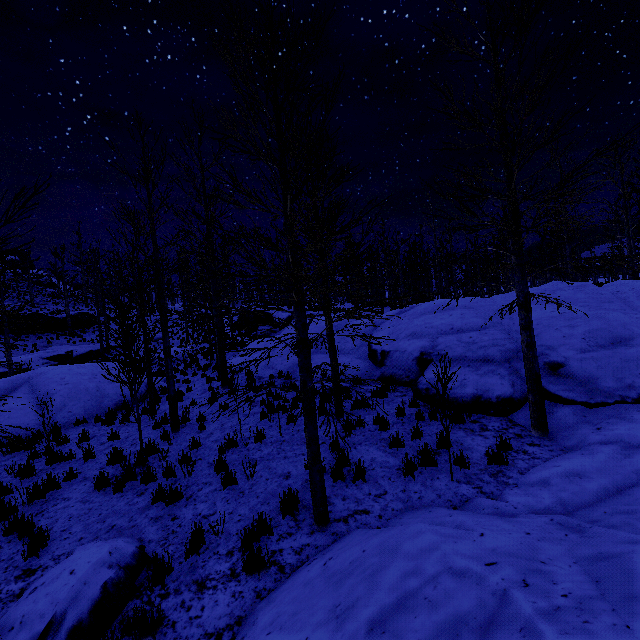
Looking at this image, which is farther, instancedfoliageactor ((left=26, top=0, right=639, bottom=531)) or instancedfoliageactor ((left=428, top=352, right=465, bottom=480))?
instancedfoliageactor ((left=428, top=352, right=465, bottom=480))

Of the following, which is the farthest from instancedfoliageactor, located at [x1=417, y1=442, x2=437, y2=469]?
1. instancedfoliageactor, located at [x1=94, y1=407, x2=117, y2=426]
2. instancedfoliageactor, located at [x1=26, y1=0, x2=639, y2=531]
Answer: instancedfoliageactor, located at [x1=26, y1=0, x2=639, y2=531]

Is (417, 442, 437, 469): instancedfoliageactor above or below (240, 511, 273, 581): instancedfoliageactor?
above

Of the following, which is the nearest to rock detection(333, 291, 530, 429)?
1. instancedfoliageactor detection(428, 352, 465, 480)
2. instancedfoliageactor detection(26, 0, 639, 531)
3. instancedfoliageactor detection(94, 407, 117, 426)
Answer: instancedfoliageactor detection(428, 352, 465, 480)

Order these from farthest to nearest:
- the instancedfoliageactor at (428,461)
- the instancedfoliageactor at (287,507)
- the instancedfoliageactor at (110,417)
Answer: the instancedfoliageactor at (110,417) < the instancedfoliageactor at (428,461) < the instancedfoliageactor at (287,507)

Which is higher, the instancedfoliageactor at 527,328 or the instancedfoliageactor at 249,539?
the instancedfoliageactor at 527,328

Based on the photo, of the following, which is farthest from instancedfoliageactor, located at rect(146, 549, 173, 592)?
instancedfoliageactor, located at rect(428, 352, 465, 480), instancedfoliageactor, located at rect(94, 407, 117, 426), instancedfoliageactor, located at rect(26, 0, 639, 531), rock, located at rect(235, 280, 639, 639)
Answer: instancedfoliageactor, located at rect(26, 0, 639, 531)

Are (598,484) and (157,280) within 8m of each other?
no
